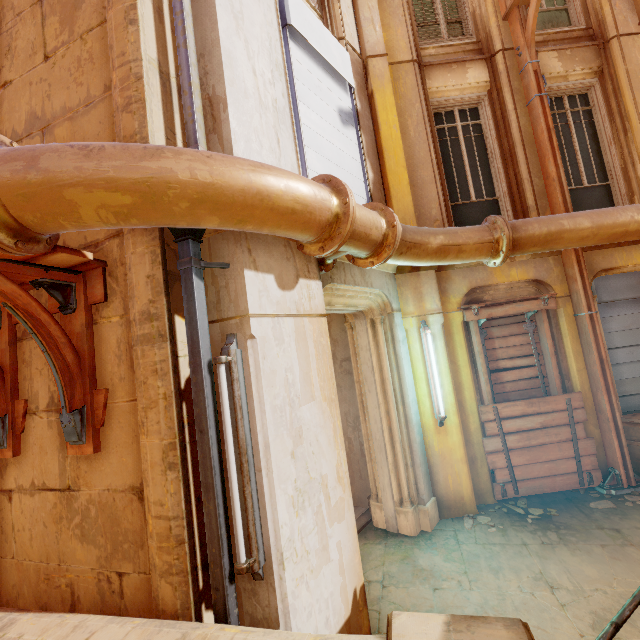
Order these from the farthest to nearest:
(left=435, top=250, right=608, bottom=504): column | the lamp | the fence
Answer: (left=435, top=250, right=608, bottom=504): column
the lamp
the fence

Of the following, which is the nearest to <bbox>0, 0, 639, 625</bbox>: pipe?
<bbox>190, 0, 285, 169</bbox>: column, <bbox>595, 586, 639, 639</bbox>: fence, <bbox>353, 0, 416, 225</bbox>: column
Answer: <bbox>190, 0, 285, 169</bbox>: column

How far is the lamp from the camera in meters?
2.3 m

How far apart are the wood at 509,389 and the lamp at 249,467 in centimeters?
410cm

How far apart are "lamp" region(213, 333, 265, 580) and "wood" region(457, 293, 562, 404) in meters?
4.1 m

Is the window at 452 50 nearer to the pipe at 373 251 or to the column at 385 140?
the column at 385 140

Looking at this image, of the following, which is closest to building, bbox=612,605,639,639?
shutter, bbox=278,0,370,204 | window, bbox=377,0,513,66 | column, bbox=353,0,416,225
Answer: shutter, bbox=278,0,370,204

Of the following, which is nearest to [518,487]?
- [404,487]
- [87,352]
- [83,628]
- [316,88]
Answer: [404,487]
